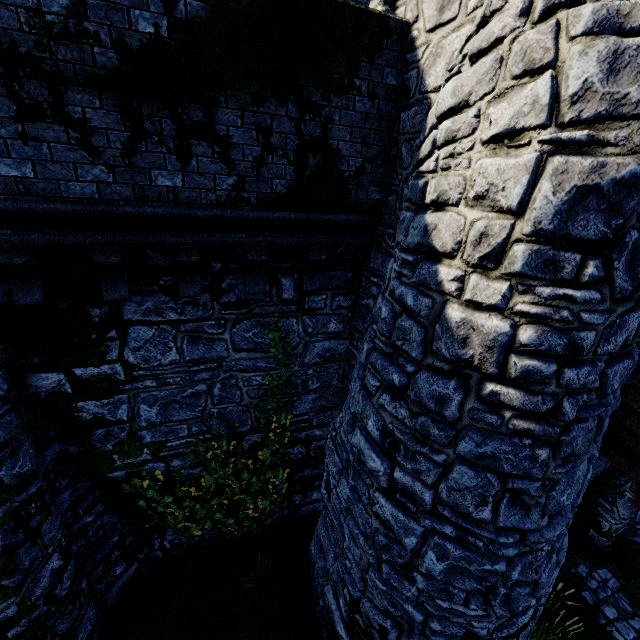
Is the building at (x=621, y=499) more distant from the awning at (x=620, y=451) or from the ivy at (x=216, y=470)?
the ivy at (x=216, y=470)

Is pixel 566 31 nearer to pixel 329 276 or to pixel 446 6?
pixel 446 6

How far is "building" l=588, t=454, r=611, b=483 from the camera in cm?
599

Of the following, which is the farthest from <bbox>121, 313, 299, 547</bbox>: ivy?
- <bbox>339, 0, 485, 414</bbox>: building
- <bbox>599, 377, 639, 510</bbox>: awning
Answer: <bbox>599, 377, 639, 510</bbox>: awning

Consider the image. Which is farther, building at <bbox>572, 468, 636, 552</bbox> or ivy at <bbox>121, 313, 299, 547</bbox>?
building at <bbox>572, 468, 636, 552</bbox>

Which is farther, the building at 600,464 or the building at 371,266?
the building at 600,464

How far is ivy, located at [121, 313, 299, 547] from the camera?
6.3m

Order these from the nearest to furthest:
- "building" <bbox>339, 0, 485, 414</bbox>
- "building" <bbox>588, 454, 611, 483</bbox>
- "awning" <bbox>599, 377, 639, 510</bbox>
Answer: "building" <bbox>339, 0, 485, 414</bbox> → "awning" <bbox>599, 377, 639, 510</bbox> → "building" <bbox>588, 454, 611, 483</bbox>
